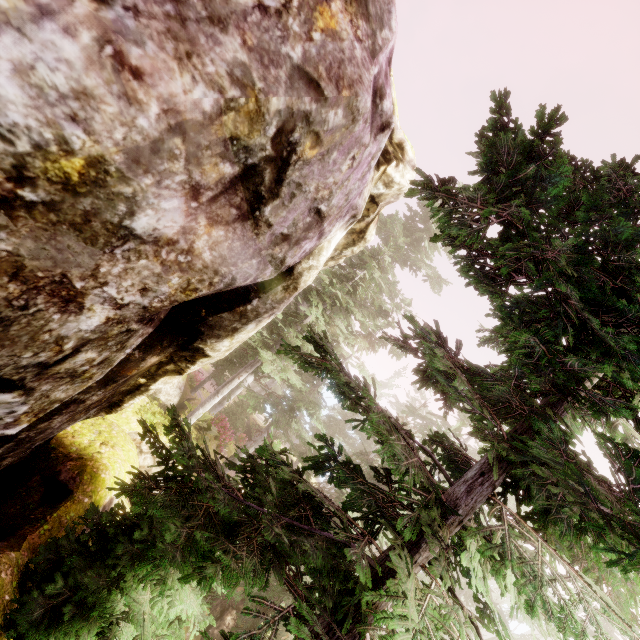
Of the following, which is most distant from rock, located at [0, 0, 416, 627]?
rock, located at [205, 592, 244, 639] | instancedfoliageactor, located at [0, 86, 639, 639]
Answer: rock, located at [205, 592, 244, 639]

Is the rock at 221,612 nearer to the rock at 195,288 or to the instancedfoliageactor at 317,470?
the instancedfoliageactor at 317,470

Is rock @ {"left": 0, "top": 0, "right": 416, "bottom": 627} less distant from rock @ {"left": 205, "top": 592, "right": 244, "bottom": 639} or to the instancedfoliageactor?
the instancedfoliageactor

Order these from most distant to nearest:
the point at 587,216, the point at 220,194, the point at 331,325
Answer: the point at 331,325, the point at 587,216, the point at 220,194

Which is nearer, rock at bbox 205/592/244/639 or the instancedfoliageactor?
the instancedfoliageactor
